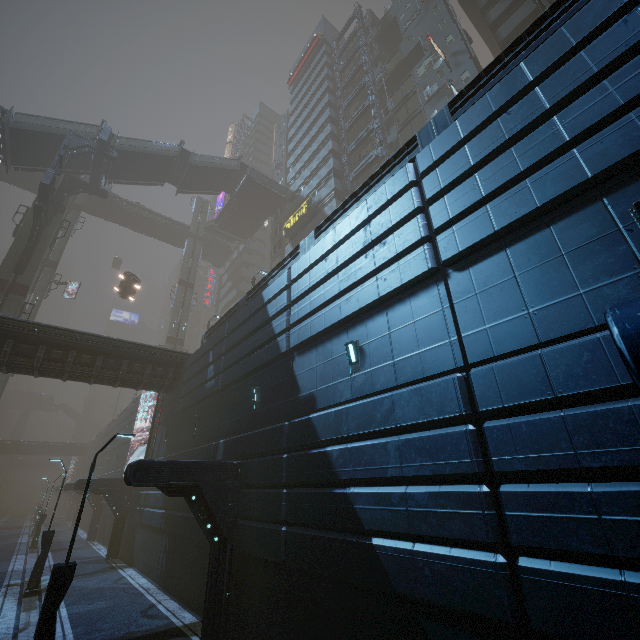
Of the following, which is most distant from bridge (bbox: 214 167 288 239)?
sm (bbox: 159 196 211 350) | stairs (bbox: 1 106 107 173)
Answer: sm (bbox: 159 196 211 350)

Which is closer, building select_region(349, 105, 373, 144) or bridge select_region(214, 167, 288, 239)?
building select_region(349, 105, 373, 144)

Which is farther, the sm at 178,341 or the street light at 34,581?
the sm at 178,341

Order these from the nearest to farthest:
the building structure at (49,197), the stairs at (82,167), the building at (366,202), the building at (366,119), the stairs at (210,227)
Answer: the building at (366,202) < the building structure at (49,197) < the stairs at (82,167) < the building at (366,119) < the stairs at (210,227)

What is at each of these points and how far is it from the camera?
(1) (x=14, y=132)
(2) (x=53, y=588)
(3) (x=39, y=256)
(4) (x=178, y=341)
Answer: (1) stairs, 25.34m
(2) street light, 7.68m
(3) sm, 27.39m
(4) sm, 42.81m

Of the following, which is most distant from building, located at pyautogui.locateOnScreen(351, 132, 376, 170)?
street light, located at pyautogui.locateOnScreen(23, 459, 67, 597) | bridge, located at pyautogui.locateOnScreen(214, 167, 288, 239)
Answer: street light, located at pyautogui.locateOnScreen(23, 459, 67, 597)

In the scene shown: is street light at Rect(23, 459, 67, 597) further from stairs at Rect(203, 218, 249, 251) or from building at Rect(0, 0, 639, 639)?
stairs at Rect(203, 218, 249, 251)

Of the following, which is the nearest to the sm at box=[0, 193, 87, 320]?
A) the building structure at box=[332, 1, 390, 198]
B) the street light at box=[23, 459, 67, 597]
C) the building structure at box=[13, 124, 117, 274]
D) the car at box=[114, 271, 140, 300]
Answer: the building structure at box=[13, 124, 117, 274]
